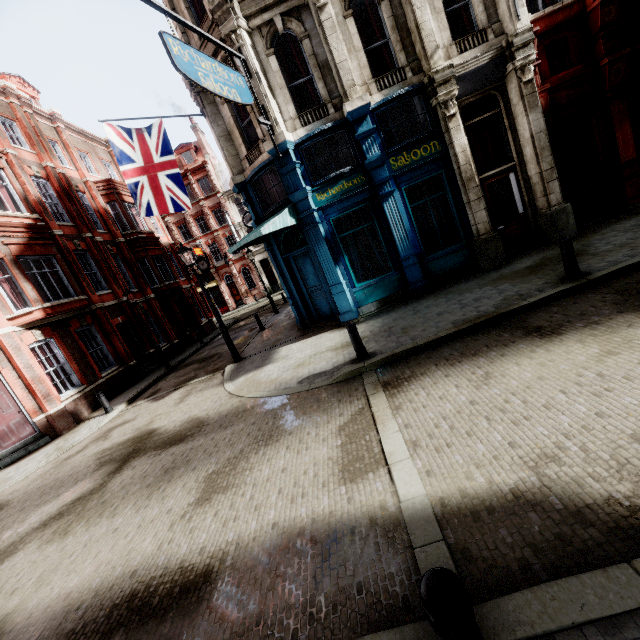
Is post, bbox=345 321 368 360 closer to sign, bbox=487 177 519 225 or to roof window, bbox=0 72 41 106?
sign, bbox=487 177 519 225

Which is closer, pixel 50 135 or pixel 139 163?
pixel 139 163

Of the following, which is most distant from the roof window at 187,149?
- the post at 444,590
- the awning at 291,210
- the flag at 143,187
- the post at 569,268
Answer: the post at 444,590

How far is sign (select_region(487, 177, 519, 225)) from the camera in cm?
1078

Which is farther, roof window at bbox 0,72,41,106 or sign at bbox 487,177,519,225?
roof window at bbox 0,72,41,106

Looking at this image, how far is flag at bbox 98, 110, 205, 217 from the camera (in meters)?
10.76

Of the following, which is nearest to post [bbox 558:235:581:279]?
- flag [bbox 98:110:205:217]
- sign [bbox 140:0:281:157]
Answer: sign [bbox 140:0:281:157]

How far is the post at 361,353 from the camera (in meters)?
7.36
